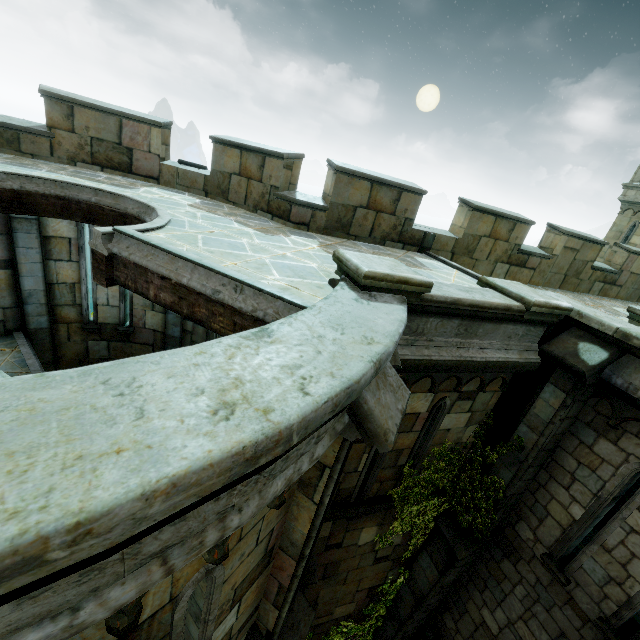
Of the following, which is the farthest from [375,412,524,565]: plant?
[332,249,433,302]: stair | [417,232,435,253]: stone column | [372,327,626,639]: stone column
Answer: [417,232,435,253]: stone column

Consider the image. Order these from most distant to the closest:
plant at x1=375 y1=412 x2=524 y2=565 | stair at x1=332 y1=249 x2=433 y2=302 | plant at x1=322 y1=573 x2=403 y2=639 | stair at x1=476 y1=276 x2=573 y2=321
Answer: plant at x1=322 y1=573 x2=403 y2=639 → plant at x1=375 y1=412 x2=524 y2=565 → stair at x1=476 y1=276 x2=573 y2=321 → stair at x1=332 y1=249 x2=433 y2=302

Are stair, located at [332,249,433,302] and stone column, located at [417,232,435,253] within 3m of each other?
no

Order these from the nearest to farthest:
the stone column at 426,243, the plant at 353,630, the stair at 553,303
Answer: the stair at 553,303
the plant at 353,630
the stone column at 426,243

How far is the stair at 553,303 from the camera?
4.9m

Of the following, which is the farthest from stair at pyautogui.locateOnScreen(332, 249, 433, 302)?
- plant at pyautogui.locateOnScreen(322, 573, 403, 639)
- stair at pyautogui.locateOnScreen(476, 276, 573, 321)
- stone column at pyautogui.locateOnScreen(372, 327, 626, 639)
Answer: plant at pyautogui.locateOnScreen(322, 573, 403, 639)

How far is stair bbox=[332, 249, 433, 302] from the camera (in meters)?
3.57

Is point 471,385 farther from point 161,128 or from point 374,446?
point 161,128
